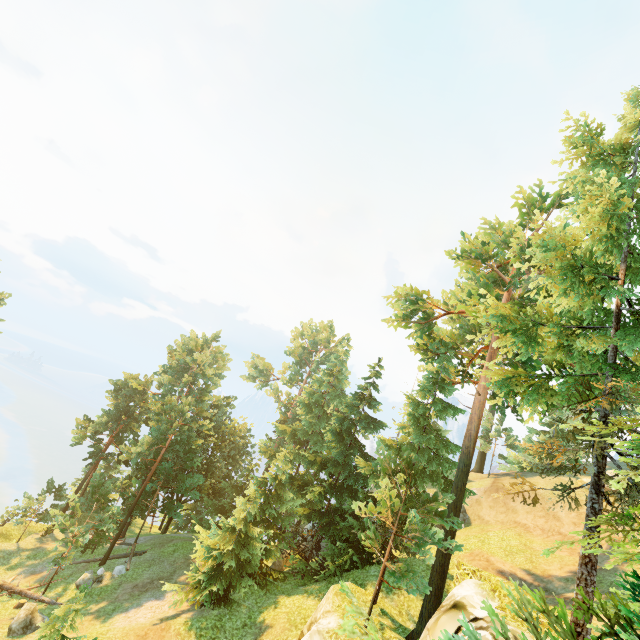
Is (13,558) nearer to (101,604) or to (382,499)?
(101,604)

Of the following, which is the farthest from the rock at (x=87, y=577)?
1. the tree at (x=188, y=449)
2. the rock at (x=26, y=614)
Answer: the rock at (x=26, y=614)

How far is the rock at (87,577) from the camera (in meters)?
23.53

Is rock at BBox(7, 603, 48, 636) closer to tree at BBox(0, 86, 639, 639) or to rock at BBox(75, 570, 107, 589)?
tree at BBox(0, 86, 639, 639)

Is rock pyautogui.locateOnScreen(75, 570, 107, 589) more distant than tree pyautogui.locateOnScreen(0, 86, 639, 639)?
Yes

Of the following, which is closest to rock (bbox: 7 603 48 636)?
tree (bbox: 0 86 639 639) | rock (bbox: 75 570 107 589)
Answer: tree (bbox: 0 86 639 639)

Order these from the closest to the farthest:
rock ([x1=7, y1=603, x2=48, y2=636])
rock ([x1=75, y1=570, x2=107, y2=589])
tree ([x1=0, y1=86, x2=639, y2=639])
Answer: tree ([x1=0, y1=86, x2=639, y2=639]), rock ([x1=7, y1=603, x2=48, y2=636]), rock ([x1=75, y1=570, x2=107, y2=589])
